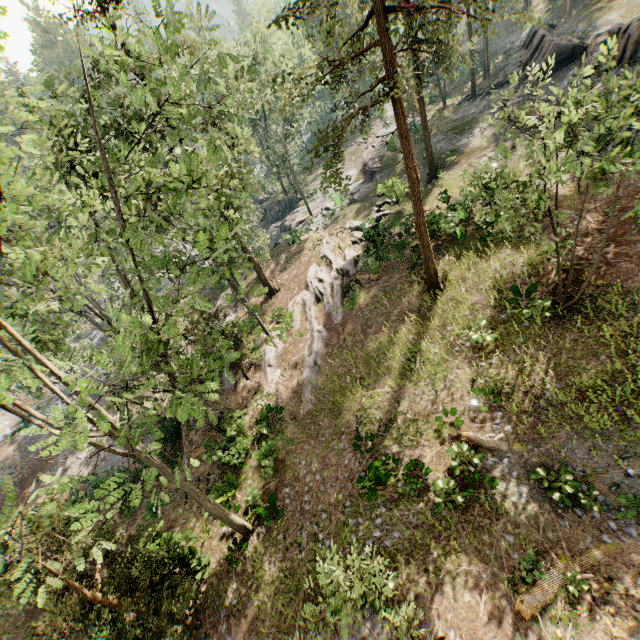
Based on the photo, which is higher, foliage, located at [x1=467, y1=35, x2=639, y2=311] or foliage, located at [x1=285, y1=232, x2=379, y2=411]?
foliage, located at [x1=467, y1=35, x2=639, y2=311]

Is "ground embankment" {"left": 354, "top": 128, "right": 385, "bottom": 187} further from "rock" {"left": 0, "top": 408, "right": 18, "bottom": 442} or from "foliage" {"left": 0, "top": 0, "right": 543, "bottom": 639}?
"rock" {"left": 0, "top": 408, "right": 18, "bottom": 442}

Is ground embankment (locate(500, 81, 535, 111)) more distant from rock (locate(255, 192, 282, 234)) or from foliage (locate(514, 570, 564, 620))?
rock (locate(255, 192, 282, 234))

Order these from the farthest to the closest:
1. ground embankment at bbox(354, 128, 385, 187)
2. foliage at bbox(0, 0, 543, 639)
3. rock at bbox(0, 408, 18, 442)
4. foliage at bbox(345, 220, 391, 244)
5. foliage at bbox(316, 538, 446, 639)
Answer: A:
1. ground embankment at bbox(354, 128, 385, 187)
2. rock at bbox(0, 408, 18, 442)
3. foliage at bbox(345, 220, 391, 244)
4. foliage at bbox(316, 538, 446, 639)
5. foliage at bbox(0, 0, 543, 639)

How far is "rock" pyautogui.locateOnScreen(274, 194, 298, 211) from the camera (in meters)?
44.72

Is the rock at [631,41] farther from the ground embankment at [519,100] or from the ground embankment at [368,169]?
the ground embankment at [368,169]

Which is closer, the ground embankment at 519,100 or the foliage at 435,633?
the foliage at 435,633

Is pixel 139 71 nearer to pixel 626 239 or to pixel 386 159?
pixel 626 239
